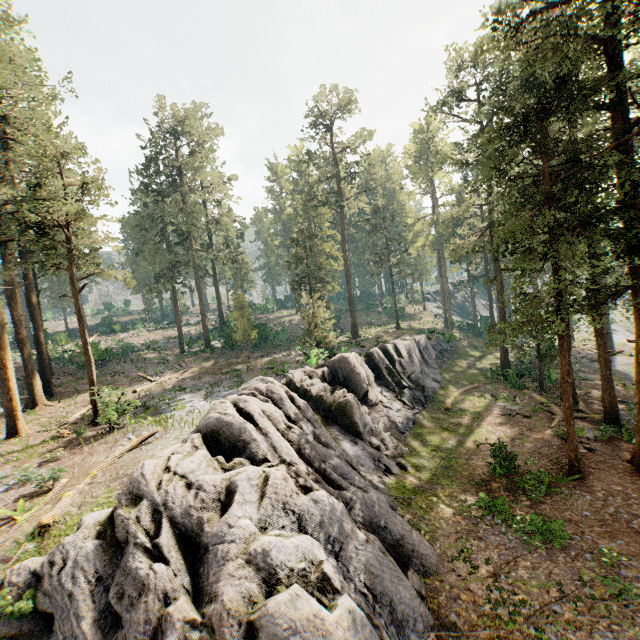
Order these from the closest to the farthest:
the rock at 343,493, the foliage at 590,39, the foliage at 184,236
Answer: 1. the rock at 343,493
2. the foliage at 590,39
3. the foliage at 184,236

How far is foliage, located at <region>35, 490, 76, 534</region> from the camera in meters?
10.0

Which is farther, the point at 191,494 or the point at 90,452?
the point at 90,452

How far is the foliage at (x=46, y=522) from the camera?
10.0 meters

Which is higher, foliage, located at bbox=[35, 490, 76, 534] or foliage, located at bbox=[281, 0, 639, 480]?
foliage, located at bbox=[281, 0, 639, 480]

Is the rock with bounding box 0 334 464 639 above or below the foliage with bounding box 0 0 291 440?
below

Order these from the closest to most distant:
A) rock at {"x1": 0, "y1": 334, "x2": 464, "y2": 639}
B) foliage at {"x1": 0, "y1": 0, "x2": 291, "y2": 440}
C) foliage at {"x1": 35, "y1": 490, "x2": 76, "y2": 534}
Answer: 1. rock at {"x1": 0, "y1": 334, "x2": 464, "y2": 639}
2. foliage at {"x1": 35, "y1": 490, "x2": 76, "y2": 534}
3. foliage at {"x1": 0, "y1": 0, "x2": 291, "y2": 440}

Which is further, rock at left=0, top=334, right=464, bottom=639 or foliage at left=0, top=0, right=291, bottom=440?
foliage at left=0, top=0, right=291, bottom=440
